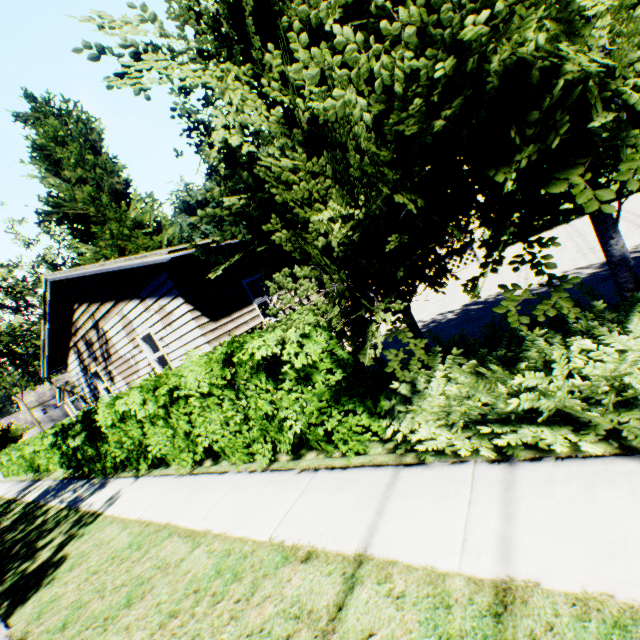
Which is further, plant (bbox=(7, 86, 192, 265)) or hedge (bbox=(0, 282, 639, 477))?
plant (bbox=(7, 86, 192, 265))

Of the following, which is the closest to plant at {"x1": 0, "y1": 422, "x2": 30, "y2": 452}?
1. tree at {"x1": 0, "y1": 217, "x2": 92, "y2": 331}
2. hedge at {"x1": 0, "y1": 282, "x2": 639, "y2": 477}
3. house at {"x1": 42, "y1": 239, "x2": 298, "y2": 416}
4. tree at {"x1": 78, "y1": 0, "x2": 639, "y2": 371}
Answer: house at {"x1": 42, "y1": 239, "x2": 298, "y2": 416}

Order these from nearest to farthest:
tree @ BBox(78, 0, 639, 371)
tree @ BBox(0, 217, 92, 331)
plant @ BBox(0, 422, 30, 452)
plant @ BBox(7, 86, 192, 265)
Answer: tree @ BBox(78, 0, 639, 371)
plant @ BBox(7, 86, 192, 265)
tree @ BBox(0, 217, 92, 331)
plant @ BBox(0, 422, 30, 452)

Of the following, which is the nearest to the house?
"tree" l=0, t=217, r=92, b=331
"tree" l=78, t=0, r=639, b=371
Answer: "tree" l=78, t=0, r=639, b=371

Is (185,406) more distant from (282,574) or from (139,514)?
(282,574)

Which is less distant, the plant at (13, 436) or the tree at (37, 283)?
the tree at (37, 283)

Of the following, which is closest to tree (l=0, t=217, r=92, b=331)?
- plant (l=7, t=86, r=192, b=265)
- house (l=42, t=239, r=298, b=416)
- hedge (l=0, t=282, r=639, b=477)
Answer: plant (l=7, t=86, r=192, b=265)

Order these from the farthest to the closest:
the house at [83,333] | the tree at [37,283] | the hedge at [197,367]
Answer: the tree at [37,283]
the house at [83,333]
the hedge at [197,367]
